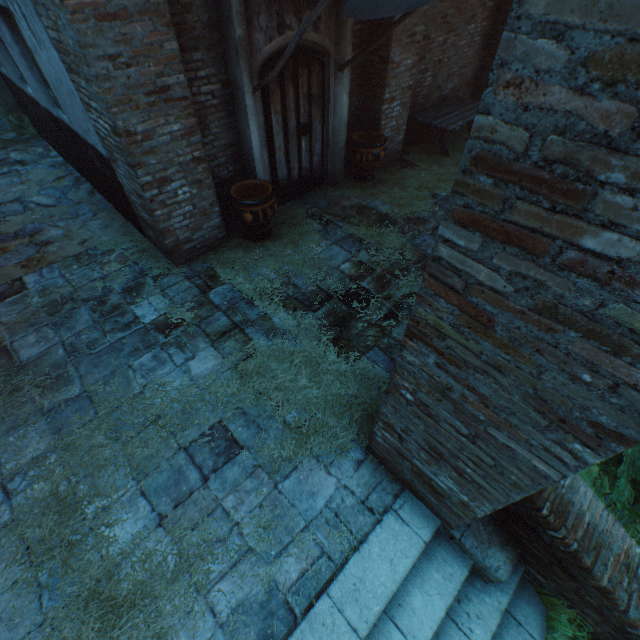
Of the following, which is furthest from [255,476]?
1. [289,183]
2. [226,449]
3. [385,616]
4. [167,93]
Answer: [289,183]

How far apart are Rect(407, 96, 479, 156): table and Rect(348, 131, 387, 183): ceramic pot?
1.5m

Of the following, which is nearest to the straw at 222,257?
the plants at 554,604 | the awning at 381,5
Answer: the plants at 554,604

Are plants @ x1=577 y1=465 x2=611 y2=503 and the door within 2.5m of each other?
no

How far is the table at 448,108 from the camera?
7.3m

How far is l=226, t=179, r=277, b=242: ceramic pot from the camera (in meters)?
4.97

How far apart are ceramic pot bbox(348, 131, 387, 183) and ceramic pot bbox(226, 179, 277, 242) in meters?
2.2

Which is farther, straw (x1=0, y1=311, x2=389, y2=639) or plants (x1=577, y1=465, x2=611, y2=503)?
plants (x1=577, y1=465, x2=611, y2=503)
